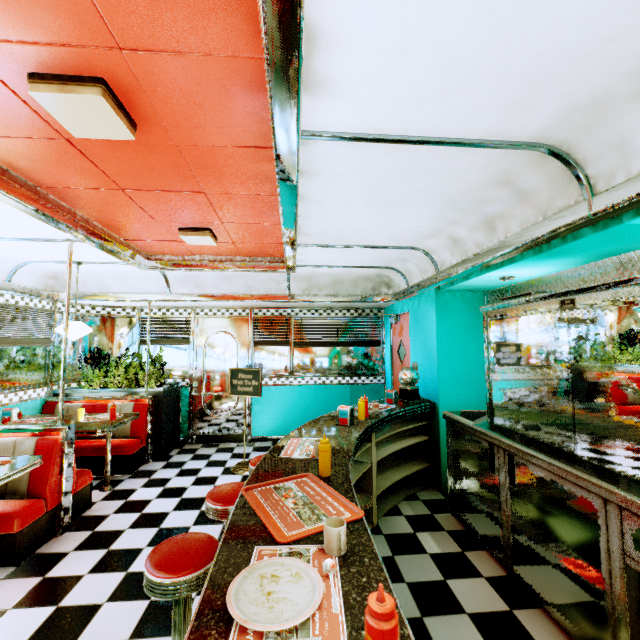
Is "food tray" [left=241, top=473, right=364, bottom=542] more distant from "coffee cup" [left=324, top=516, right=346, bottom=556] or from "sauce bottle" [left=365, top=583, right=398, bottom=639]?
"sauce bottle" [left=365, top=583, right=398, bottom=639]

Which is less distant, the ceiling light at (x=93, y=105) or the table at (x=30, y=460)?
the ceiling light at (x=93, y=105)

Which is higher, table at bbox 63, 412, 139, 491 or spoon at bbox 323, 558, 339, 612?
spoon at bbox 323, 558, 339, 612

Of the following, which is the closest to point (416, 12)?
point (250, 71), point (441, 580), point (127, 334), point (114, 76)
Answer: point (250, 71)

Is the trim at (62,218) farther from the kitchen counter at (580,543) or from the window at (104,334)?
the kitchen counter at (580,543)

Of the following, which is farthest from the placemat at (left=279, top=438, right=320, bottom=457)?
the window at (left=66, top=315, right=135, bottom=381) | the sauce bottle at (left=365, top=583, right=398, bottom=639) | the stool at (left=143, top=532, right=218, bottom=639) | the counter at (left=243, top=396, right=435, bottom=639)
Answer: the window at (left=66, top=315, right=135, bottom=381)

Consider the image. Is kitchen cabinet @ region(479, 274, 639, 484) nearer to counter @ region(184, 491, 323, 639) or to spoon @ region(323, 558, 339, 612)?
counter @ region(184, 491, 323, 639)

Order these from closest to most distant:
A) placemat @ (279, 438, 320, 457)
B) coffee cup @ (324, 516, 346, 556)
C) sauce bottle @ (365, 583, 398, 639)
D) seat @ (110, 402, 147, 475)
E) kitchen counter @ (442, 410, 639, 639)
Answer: sauce bottle @ (365, 583, 398, 639)
coffee cup @ (324, 516, 346, 556)
kitchen counter @ (442, 410, 639, 639)
placemat @ (279, 438, 320, 457)
seat @ (110, 402, 147, 475)
